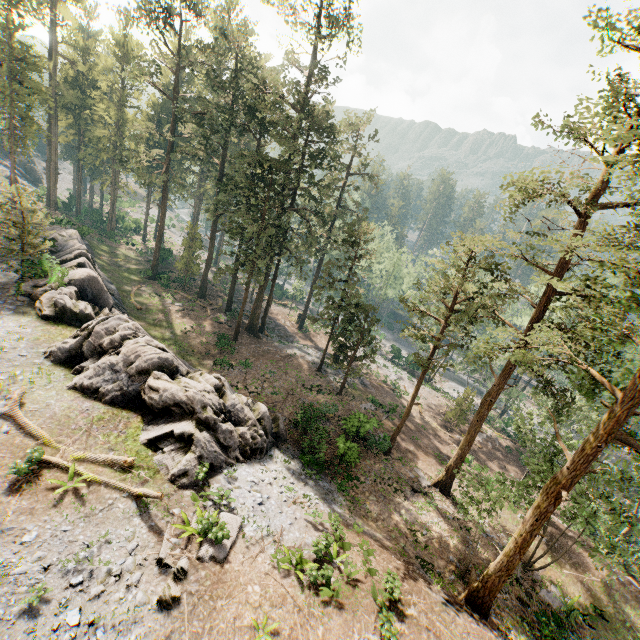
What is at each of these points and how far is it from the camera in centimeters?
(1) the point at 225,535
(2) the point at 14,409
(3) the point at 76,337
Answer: (1) foliage, 1183cm
(2) foliage, 1394cm
(3) rock, 1866cm

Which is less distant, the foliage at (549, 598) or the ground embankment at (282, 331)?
the foliage at (549, 598)

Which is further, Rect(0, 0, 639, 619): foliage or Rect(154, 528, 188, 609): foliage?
Rect(0, 0, 639, 619): foliage

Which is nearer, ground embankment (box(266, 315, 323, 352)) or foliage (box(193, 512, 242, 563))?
foliage (box(193, 512, 242, 563))

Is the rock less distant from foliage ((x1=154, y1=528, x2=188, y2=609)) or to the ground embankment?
foliage ((x1=154, y1=528, x2=188, y2=609))

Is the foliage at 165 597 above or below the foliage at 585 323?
below
